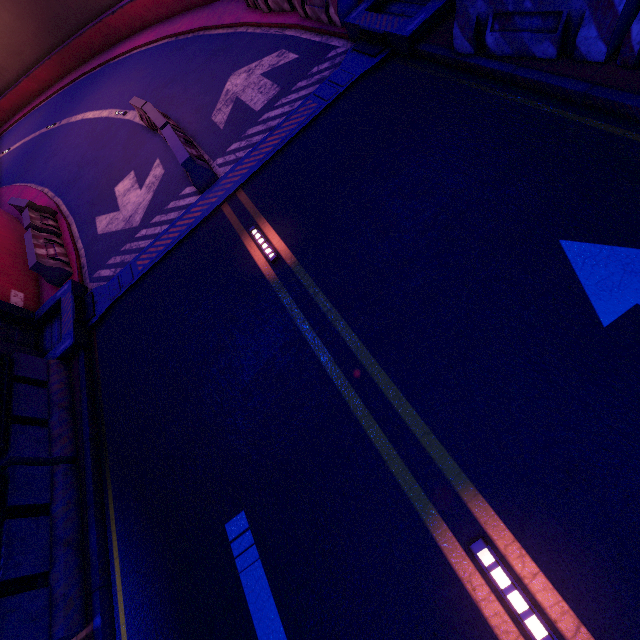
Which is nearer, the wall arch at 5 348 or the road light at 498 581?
the road light at 498 581

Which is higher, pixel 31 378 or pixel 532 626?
pixel 31 378

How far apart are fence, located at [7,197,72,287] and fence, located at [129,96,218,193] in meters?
4.5 m

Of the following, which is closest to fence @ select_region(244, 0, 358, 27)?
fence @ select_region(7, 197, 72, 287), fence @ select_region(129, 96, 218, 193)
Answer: fence @ select_region(129, 96, 218, 193)

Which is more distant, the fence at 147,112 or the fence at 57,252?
the fence at 57,252

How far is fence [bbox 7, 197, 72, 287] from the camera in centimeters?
916cm

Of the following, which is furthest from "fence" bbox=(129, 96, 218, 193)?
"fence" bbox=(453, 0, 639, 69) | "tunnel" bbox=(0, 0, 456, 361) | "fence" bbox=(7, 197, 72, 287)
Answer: "fence" bbox=(453, 0, 639, 69)

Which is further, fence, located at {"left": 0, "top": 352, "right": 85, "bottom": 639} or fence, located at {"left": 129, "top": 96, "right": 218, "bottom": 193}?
fence, located at {"left": 129, "top": 96, "right": 218, "bottom": 193}
